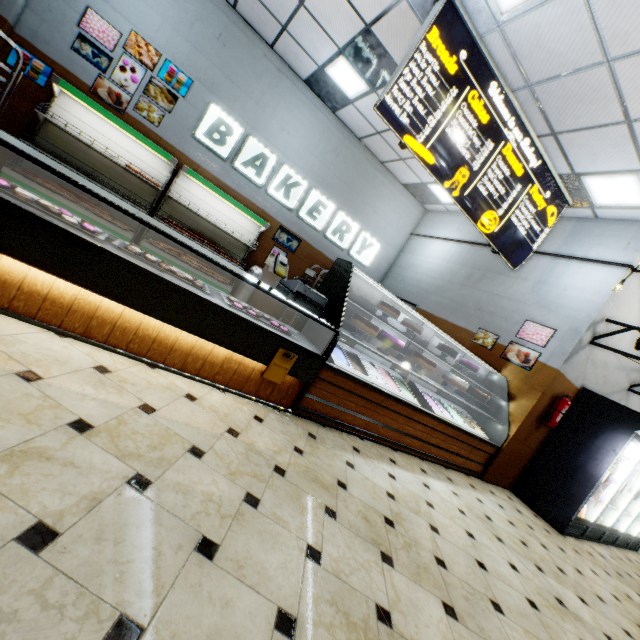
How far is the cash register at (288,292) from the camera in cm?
307

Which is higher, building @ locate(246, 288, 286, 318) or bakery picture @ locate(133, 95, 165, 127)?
bakery picture @ locate(133, 95, 165, 127)

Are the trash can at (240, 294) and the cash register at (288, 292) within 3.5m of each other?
no

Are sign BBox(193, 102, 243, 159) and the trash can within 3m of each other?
yes

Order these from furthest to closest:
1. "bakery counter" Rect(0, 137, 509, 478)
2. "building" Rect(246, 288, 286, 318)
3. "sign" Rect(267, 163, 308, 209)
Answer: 1. "building" Rect(246, 288, 286, 318)
2. "sign" Rect(267, 163, 308, 209)
3. "bakery counter" Rect(0, 137, 509, 478)

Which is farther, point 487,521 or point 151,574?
point 487,521

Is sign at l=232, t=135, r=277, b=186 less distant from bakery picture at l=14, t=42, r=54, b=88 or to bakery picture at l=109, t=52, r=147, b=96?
bakery picture at l=109, t=52, r=147, b=96

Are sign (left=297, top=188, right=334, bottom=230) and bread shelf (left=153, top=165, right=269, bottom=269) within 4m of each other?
yes
